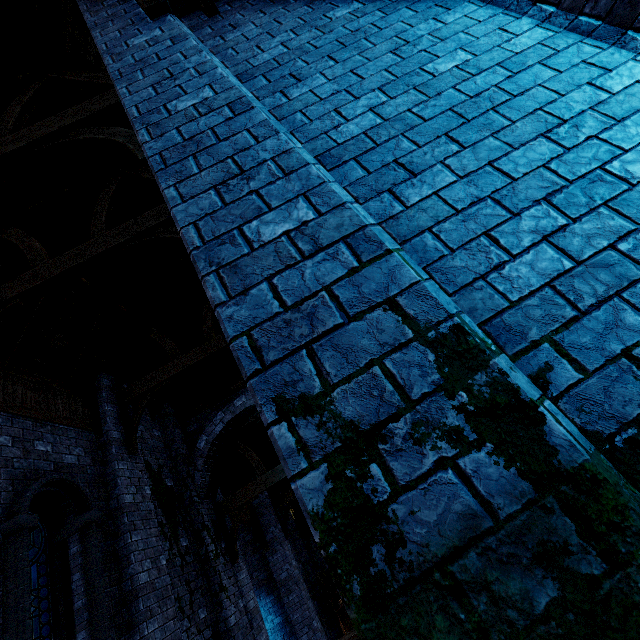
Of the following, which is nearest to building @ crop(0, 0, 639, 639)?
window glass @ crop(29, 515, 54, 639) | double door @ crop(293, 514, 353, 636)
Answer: double door @ crop(293, 514, 353, 636)

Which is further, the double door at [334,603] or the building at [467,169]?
the double door at [334,603]

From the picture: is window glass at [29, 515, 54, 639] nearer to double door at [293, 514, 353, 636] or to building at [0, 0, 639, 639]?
building at [0, 0, 639, 639]

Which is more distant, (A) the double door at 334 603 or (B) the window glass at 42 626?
(A) the double door at 334 603

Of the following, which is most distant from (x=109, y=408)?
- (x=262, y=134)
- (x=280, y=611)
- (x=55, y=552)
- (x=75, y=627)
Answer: (x=280, y=611)
